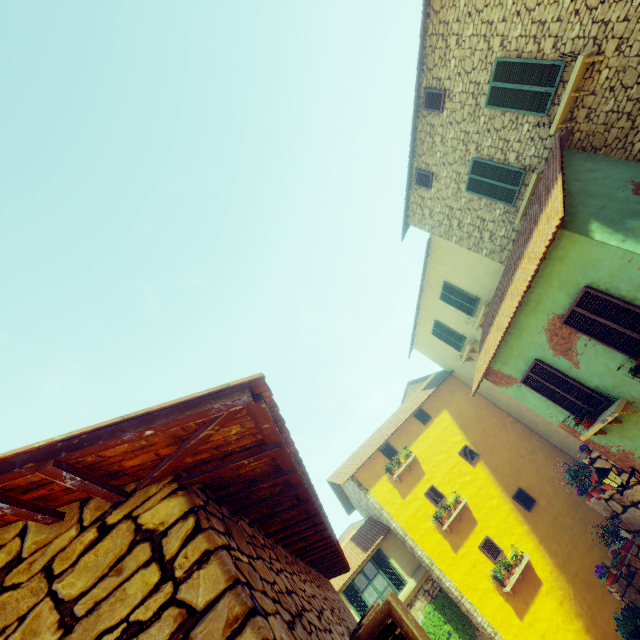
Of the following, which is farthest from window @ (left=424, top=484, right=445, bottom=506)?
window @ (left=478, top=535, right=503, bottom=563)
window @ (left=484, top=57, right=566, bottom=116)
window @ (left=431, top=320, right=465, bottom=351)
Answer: window @ (left=484, top=57, right=566, bottom=116)

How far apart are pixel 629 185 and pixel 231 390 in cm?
942

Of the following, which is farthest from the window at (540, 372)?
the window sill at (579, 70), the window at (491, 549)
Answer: the window sill at (579, 70)

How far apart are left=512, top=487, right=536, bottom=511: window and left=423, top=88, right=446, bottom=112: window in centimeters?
1463cm

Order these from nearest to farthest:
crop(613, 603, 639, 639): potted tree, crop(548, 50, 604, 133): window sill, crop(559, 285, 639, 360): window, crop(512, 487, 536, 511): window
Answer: crop(559, 285, 639, 360): window, crop(548, 50, 604, 133): window sill, crop(613, 603, 639, 639): potted tree, crop(512, 487, 536, 511): window

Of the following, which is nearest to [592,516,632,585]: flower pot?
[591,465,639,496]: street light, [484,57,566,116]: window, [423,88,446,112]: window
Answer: [591,465,639,496]: street light

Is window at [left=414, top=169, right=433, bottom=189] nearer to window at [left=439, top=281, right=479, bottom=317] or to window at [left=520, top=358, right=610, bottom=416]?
window at [left=439, top=281, right=479, bottom=317]

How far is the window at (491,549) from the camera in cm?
1202
